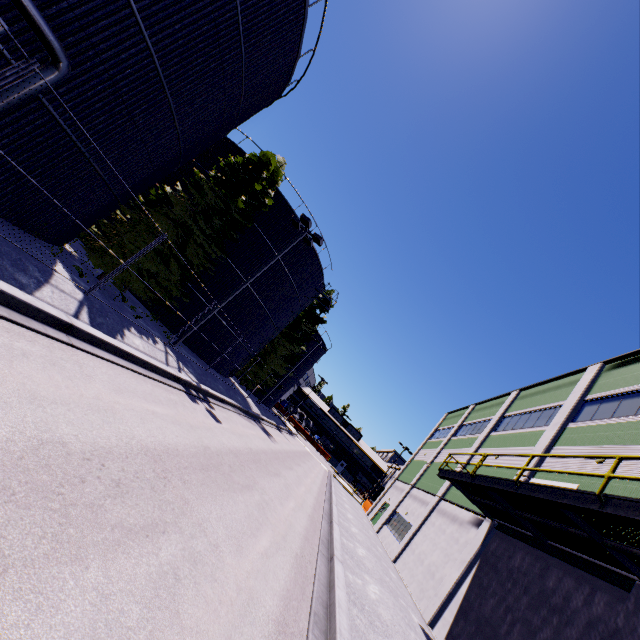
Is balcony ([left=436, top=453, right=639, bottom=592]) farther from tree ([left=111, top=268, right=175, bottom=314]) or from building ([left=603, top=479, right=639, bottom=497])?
tree ([left=111, top=268, right=175, bottom=314])

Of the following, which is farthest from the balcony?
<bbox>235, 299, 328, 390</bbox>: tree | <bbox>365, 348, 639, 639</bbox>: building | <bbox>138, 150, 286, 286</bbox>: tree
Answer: <bbox>138, 150, 286, 286</bbox>: tree

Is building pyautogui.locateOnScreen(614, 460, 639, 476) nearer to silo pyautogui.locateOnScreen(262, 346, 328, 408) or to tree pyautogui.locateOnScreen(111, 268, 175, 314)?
silo pyautogui.locateOnScreen(262, 346, 328, 408)

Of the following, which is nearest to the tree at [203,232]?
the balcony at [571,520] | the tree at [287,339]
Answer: the tree at [287,339]

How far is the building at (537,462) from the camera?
11.59m

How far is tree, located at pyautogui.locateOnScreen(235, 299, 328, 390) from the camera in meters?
36.8

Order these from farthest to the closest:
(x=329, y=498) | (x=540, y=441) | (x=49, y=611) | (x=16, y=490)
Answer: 1. (x=329, y=498)
2. (x=540, y=441)
3. (x=16, y=490)
4. (x=49, y=611)

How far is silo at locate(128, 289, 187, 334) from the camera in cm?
2034
